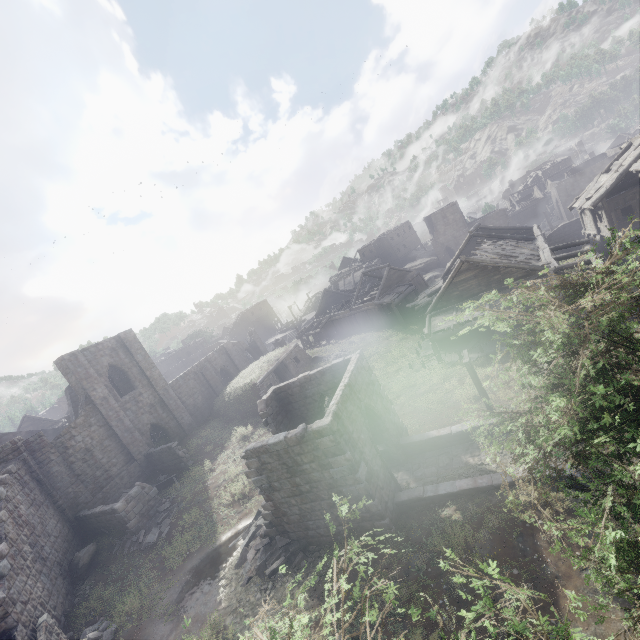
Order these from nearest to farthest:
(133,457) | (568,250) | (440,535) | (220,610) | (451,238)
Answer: (440,535), (220,610), (133,457), (568,250), (451,238)

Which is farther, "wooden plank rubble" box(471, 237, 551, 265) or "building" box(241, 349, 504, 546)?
"wooden plank rubble" box(471, 237, 551, 265)

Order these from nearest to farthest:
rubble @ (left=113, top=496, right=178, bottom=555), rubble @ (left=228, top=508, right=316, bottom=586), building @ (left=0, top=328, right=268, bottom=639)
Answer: rubble @ (left=228, top=508, right=316, bottom=586) → building @ (left=0, top=328, right=268, bottom=639) → rubble @ (left=113, top=496, right=178, bottom=555)

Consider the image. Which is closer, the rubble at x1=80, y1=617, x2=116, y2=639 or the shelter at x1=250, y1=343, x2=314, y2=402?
the rubble at x1=80, y1=617, x2=116, y2=639

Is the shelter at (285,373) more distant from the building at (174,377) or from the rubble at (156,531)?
the rubble at (156,531)

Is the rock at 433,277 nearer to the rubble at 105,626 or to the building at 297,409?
the building at 297,409

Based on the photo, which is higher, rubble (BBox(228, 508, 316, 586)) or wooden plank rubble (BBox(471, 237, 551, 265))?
wooden plank rubble (BBox(471, 237, 551, 265))

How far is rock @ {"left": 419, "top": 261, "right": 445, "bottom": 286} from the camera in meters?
49.3 m
